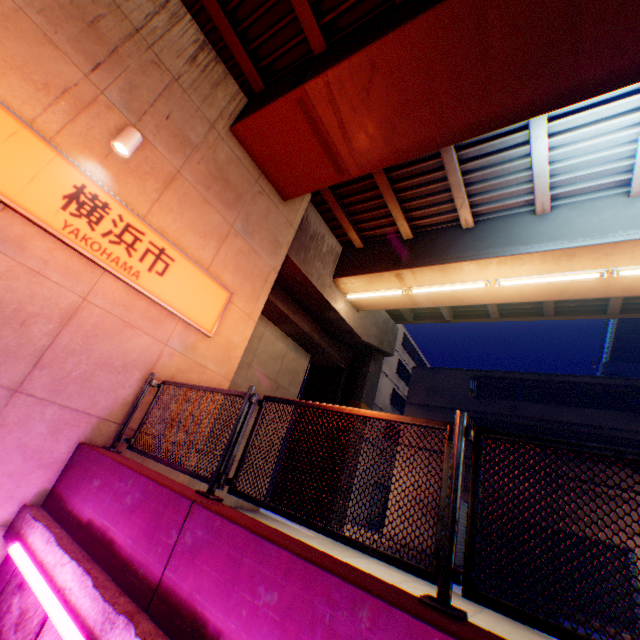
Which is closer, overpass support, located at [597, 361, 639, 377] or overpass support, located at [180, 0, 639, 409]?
overpass support, located at [180, 0, 639, 409]

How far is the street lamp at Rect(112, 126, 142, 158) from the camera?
5.04m

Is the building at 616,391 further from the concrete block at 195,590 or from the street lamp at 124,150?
the street lamp at 124,150

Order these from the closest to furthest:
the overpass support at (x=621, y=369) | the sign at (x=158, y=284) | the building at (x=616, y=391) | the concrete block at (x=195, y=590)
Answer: the concrete block at (x=195, y=590) < the sign at (x=158, y=284) < the building at (x=616, y=391) < the overpass support at (x=621, y=369)

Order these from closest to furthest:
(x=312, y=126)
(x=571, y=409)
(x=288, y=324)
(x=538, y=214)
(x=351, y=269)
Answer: (x=312, y=126) → (x=538, y=214) → (x=351, y=269) → (x=288, y=324) → (x=571, y=409)

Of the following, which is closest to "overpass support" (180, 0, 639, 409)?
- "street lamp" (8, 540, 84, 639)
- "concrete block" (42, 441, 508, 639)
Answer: "concrete block" (42, 441, 508, 639)

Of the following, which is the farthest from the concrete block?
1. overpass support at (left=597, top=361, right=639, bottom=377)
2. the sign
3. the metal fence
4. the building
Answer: overpass support at (left=597, top=361, right=639, bottom=377)

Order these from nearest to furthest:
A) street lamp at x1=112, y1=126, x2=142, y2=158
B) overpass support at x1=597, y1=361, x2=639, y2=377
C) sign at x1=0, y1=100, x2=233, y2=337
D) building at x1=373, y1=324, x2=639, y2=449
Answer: sign at x1=0, y1=100, x2=233, y2=337 < street lamp at x1=112, y1=126, x2=142, y2=158 < building at x1=373, y1=324, x2=639, y2=449 < overpass support at x1=597, y1=361, x2=639, y2=377
